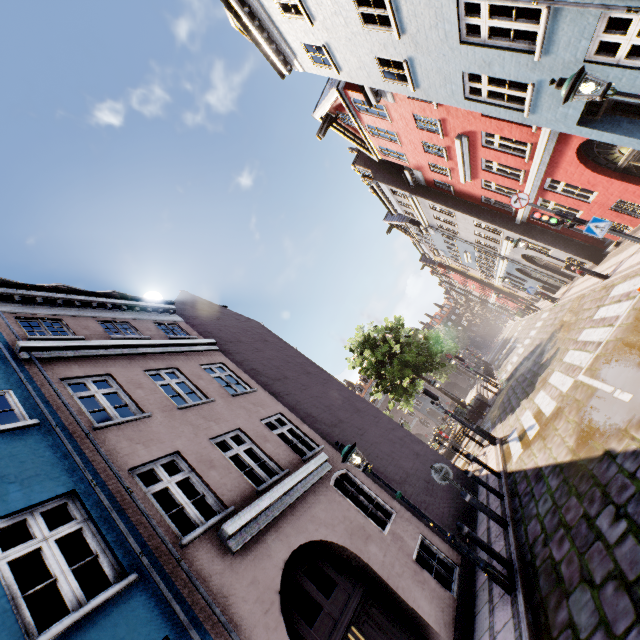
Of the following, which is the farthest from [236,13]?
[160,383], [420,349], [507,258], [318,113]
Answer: [420,349]

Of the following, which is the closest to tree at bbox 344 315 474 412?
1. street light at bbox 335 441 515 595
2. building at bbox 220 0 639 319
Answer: building at bbox 220 0 639 319

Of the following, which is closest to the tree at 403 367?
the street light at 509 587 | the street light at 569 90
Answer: the street light at 509 587

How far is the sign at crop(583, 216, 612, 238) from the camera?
9.0 meters

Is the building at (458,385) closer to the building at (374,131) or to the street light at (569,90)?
the building at (374,131)

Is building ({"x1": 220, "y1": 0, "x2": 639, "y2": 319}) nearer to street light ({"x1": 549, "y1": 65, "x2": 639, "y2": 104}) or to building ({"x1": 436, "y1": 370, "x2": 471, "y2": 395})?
street light ({"x1": 549, "y1": 65, "x2": 639, "y2": 104})

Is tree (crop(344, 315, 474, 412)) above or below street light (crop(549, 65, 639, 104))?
above

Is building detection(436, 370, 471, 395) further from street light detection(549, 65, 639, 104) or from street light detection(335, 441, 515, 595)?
street light detection(549, 65, 639, 104)
